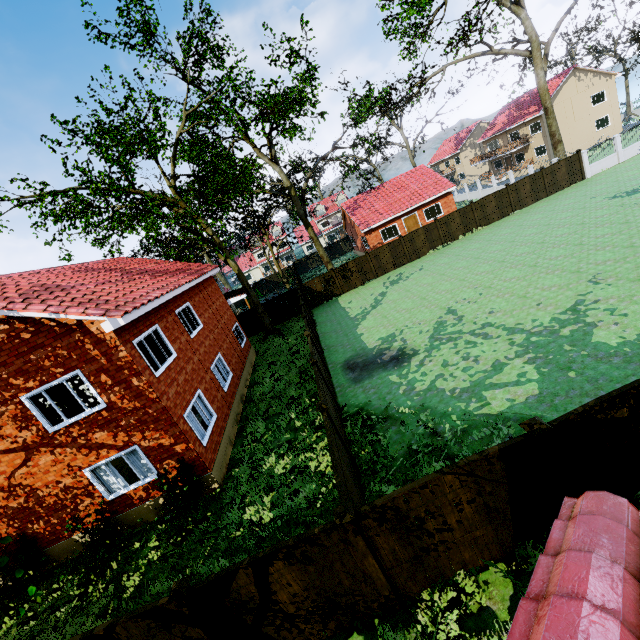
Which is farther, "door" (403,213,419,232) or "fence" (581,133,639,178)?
"door" (403,213,419,232)

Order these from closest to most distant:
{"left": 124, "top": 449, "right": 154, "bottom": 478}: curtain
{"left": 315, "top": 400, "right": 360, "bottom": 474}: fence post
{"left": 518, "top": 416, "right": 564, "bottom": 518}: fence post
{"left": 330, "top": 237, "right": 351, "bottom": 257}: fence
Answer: {"left": 518, "top": 416, "right": 564, "bottom": 518}: fence post
{"left": 315, "top": 400, "right": 360, "bottom": 474}: fence post
{"left": 124, "top": 449, "right": 154, "bottom": 478}: curtain
{"left": 330, "top": 237, "right": 351, "bottom": 257}: fence

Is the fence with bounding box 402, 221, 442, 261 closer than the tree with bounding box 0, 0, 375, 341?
No

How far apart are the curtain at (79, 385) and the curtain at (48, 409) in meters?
0.6

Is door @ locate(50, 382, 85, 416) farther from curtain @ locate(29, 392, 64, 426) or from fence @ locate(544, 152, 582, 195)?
fence @ locate(544, 152, 582, 195)

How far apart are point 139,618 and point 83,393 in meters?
6.9 m

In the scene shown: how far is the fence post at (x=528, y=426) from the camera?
5.0 meters

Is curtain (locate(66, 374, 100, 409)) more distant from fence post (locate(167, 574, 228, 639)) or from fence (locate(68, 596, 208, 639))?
fence post (locate(167, 574, 228, 639))
